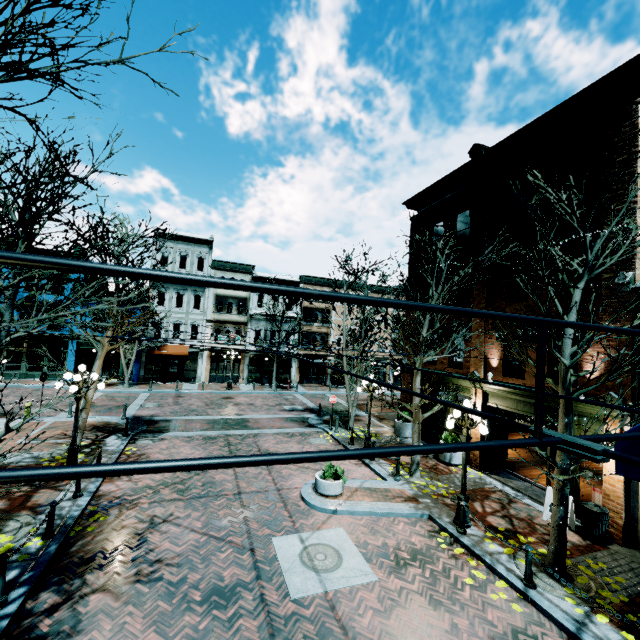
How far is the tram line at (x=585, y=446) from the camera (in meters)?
1.12

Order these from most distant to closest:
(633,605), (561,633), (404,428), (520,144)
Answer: (404,428) → (520,144) → (633,605) → (561,633)

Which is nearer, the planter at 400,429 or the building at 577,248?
the building at 577,248

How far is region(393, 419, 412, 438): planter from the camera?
17.61m

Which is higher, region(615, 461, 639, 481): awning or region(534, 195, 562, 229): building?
region(534, 195, 562, 229): building

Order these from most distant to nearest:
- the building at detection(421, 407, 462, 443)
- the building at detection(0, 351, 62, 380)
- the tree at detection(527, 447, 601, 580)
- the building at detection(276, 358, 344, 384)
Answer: the building at detection(276, 358, 344, 384) → the building at detection(0, 351, 62, 380) → the building at detection(421, 407, 462, 443) → the tree at detection(527, 447, 601, 580)

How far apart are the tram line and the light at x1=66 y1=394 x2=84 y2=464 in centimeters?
1312cm

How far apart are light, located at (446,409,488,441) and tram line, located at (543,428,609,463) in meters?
8.9
